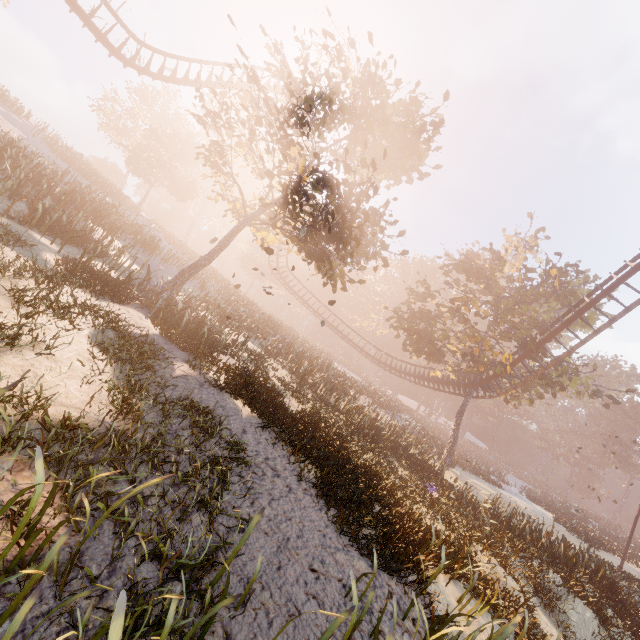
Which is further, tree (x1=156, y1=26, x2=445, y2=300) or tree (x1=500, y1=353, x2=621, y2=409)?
tree (x1=500, y1=353, x2=621, y2=409)

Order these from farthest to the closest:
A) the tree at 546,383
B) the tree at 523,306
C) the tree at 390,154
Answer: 1. the tree at 523,306
2. the tree at 546,383
3. the tree at 390,154

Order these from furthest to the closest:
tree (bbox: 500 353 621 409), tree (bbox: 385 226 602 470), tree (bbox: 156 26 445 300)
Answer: tree (bbox: 385 226 602 470)
tree (bbox: 500 353 621 409)
tree (bbox: 156 26 445 300)

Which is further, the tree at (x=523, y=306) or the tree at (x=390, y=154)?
the tree at (x=523, y=306)

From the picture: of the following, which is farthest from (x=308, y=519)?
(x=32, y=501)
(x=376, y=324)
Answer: (x=376, y=324)

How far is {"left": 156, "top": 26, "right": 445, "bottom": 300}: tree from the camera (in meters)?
12.45

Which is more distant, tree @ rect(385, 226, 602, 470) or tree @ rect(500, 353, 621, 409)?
Result: tree @ rect(385, 226, 602, 470)
